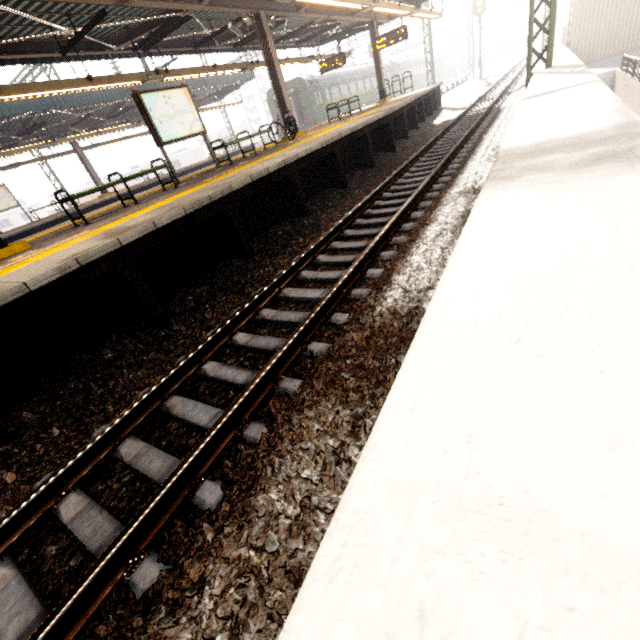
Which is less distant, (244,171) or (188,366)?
(188,366)

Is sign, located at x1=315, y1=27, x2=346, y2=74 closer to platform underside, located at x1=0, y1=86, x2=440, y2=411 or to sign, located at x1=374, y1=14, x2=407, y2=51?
sign, located at x1=374, y1=14, x2=407, y2=51

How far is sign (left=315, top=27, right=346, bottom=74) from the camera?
16.2m

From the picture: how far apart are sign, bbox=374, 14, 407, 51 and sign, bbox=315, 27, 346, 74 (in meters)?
1.66

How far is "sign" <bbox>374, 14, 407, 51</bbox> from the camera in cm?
1450

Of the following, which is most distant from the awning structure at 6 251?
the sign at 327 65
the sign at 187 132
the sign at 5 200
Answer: the sign at 5 200

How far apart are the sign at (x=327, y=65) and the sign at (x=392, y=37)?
1.7m

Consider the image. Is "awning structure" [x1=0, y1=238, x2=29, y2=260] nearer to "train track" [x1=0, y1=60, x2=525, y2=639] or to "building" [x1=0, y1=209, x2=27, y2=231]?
"train track" [x1=0, y1=60, x2=525, y2=639]
